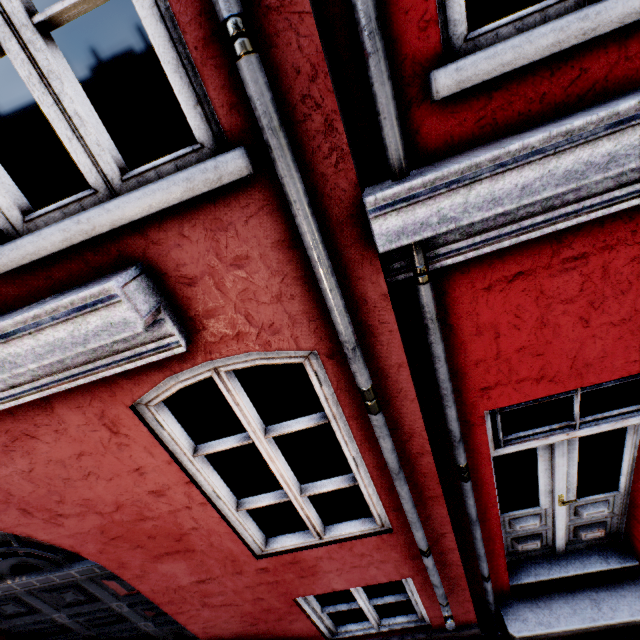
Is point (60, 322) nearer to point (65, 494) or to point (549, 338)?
point (65, 494)
